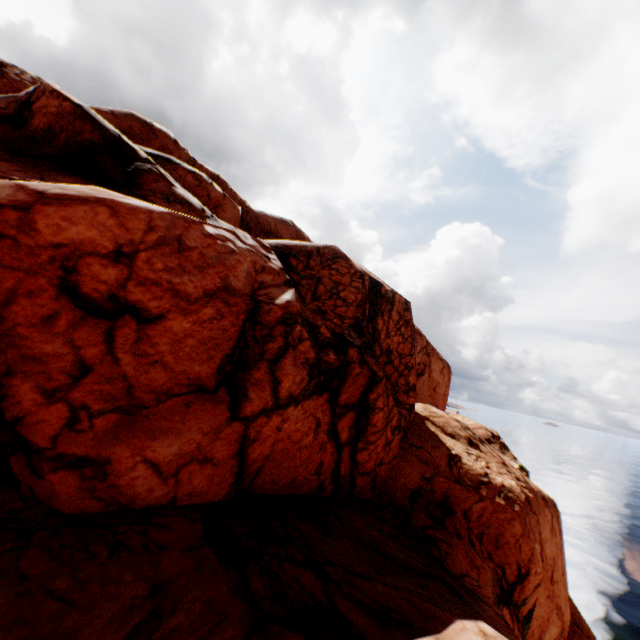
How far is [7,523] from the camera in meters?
4.6 m
